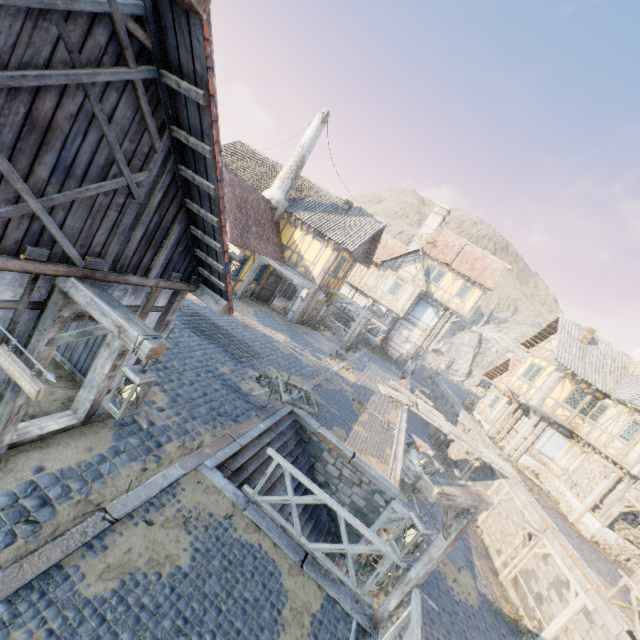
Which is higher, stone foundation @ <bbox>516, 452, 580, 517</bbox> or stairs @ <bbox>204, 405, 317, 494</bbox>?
stone foundation @ <bbox>516, 452, 580, 517</bbox>

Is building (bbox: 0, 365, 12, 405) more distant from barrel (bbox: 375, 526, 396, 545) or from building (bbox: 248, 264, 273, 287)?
barrel (bbox: 375, 526, 396, 545)

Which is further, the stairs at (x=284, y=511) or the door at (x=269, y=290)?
the door at (x=269, y=290)

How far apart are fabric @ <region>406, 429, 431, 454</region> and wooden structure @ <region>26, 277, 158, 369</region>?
14.64m

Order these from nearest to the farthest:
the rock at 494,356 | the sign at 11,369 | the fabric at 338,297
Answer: the sign at 11,369, the fabric at 338,297, the rock at 494,356

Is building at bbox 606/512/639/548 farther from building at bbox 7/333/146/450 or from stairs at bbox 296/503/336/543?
building at bbox 7/333/146/450

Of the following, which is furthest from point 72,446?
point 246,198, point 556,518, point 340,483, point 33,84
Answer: point 556,518

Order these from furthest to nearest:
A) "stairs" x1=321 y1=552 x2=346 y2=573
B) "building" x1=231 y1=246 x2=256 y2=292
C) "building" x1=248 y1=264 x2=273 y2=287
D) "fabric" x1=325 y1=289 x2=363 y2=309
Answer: "fabric" x1=325 y1=289 x2=363 y2=309 → "building" x1=248 y1=264 x2=273 y2=287 → "building" x1=231 y1=246 x2=256 y2=292 → "stairs" x1=321 y1=552 x2=346 y2=573
